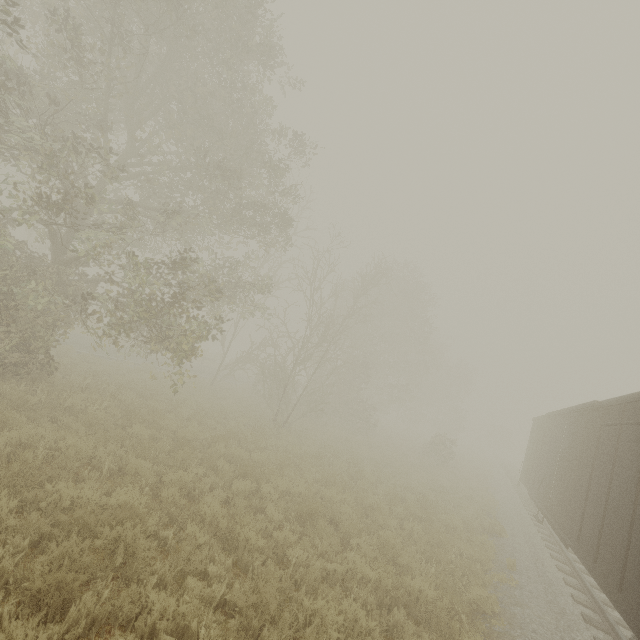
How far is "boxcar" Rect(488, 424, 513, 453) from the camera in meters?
58.2 m

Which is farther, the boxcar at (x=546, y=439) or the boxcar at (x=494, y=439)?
the boxcar at (x=494, y=439)

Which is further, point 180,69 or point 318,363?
point 318,363

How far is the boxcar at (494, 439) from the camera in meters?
58.2

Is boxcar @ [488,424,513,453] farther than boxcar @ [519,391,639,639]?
Yes
